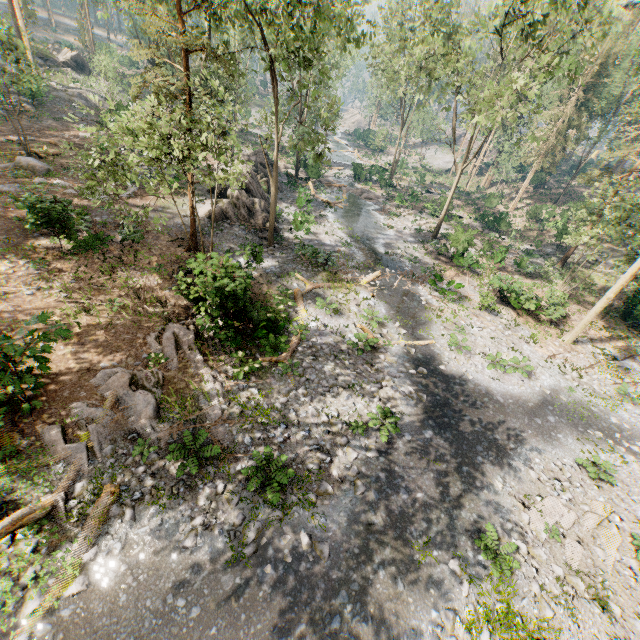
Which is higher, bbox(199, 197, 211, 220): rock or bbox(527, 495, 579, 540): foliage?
bbox(199, 197, 211, 220): rock

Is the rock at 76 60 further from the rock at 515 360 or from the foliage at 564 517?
the rock at 515 360

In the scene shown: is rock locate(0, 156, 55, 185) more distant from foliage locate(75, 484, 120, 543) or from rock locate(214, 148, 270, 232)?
rock locate(214, 148, 270, 232)

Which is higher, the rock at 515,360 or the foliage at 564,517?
the rock at 515,360

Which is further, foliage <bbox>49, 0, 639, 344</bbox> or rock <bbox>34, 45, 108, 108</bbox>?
rock <bbox>34, 45, 108, 108</bbox>

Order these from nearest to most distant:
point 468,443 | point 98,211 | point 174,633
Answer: point 174,633
point 468,443
point 98,211

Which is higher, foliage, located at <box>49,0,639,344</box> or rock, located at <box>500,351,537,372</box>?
foliage, located at <box>49,0,639,344</box>

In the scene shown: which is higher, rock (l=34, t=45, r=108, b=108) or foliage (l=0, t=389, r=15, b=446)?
rock (l=34, t=45, r=108, b=108)
